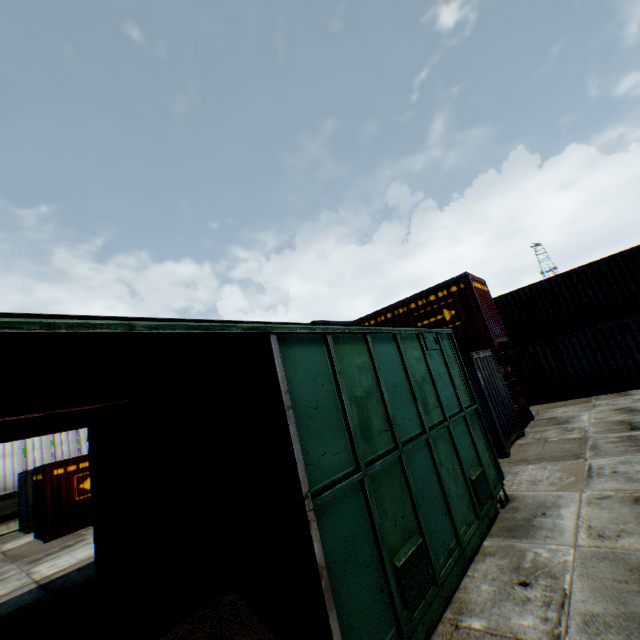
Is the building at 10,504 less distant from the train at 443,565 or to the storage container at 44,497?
the storage container at 44,497

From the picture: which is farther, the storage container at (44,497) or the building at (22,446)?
the building at (22,446)

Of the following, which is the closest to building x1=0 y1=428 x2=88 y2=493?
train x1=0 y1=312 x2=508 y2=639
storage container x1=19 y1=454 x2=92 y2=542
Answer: storage container x1=19 y1=454 x2=92 y2=542

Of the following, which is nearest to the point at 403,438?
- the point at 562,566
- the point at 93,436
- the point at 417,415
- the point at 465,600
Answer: the point at 417,415

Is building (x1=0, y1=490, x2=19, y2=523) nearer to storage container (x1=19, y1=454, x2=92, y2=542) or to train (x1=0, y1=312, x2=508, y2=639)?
storage container (x1=19, y1=454, x2=92, y2=542)
